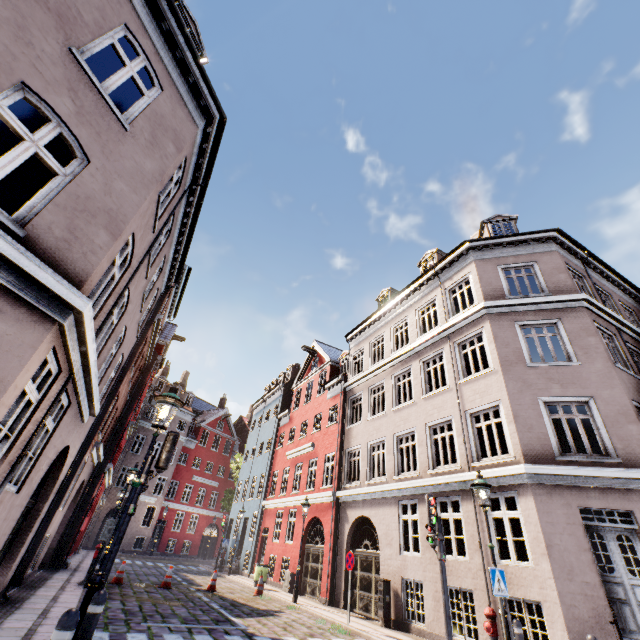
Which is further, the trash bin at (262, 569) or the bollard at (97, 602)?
the trash bin at (262, 569)

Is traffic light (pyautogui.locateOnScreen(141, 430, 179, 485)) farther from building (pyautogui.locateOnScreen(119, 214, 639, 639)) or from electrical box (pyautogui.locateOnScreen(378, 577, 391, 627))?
electrical box (pyautogui.locateOnScreen(378, 577, 391, 627))

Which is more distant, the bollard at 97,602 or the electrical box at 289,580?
the electrical box at 289,580

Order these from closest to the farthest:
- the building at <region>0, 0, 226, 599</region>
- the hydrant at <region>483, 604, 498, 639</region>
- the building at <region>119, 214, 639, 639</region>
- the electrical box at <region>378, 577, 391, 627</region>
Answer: the building at <region>0, 0, 226, 599</region> < the hydrant at <region>483, 604, 498, 639</region> < the building at <region>119, 214, 639, 639</region> < the electrical box at <region>378, 577, 391, 627</region>

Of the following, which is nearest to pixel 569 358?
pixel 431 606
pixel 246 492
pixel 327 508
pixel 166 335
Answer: pixel 431 606

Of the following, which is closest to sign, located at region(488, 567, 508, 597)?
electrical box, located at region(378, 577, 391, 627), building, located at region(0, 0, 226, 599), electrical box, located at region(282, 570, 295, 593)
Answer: building, located at region(0, 0, 226, 599)

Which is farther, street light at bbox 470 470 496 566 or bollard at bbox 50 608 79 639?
street light at bbox 470 470 496 566

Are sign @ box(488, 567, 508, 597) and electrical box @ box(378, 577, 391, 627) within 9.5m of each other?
yes
